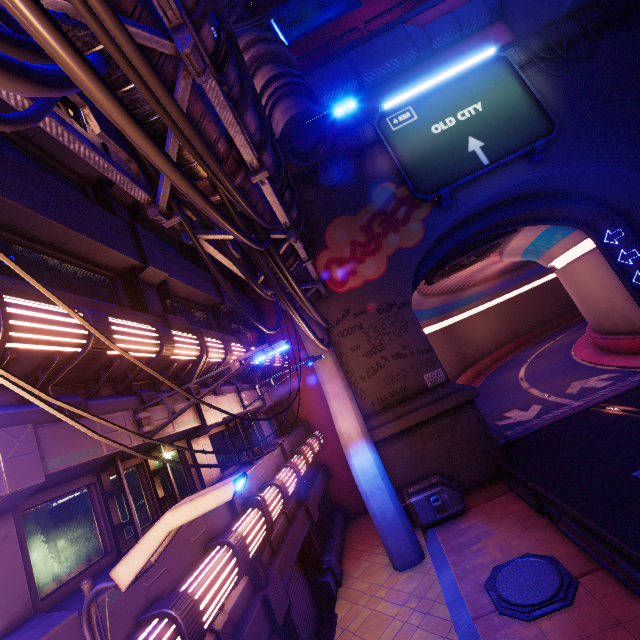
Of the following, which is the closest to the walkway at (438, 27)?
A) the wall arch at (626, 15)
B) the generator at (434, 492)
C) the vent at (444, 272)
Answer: the wall arch at (626, 15)

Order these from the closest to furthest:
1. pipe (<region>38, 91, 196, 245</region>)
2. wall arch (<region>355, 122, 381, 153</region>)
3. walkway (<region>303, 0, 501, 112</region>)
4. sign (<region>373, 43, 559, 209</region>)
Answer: pipe (<region>38, 91, 196, 245</region>) < sign (<region>373, 43, 559, 209</region>) < wall arch (<region>355, 122, 381, 153</region>) < walkway (<region>303, 0, 501, 112</region>)

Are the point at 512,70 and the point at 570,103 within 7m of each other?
yes

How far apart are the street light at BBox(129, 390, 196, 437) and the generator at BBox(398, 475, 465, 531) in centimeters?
1027cm

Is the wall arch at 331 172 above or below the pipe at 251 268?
above

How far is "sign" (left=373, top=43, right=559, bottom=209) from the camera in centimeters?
1598cm

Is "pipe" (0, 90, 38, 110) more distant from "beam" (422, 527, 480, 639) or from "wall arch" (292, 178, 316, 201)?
"beam" (422, 527, 480, 639)

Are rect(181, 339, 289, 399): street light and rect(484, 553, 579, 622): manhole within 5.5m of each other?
no
